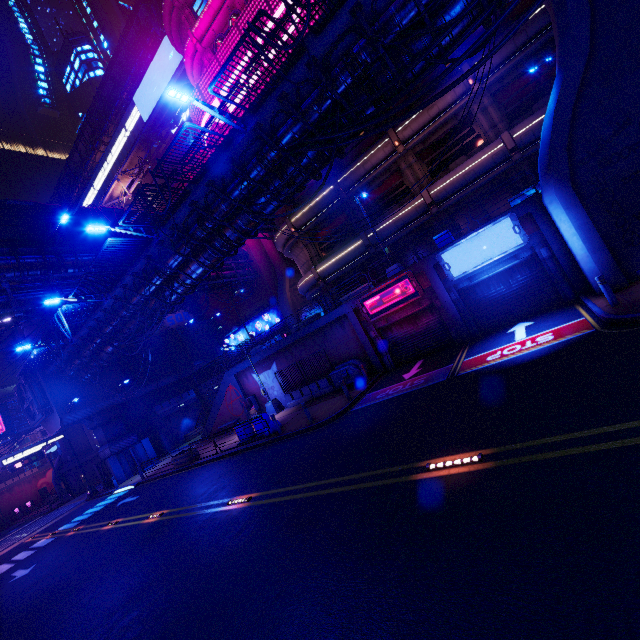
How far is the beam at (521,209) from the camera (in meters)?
14.22

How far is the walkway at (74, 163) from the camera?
49.6 meters

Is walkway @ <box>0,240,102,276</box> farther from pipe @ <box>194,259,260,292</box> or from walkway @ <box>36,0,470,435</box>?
walkway @ <box>36,0,470,435</box>

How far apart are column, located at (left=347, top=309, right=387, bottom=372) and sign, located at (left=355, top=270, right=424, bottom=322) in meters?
0.5 m

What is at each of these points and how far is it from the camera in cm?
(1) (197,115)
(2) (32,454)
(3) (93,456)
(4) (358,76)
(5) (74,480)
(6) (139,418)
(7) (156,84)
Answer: (1) sign, 2870
(2) sign, 3056
(3) wall arch, 4516
(4) walkway, 1162
(5) wall arch, 4366
(6) wall arch, 3578
(7) sign, 4016

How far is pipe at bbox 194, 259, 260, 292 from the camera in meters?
34.4 m

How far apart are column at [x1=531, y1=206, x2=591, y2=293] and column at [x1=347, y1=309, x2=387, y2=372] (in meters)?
9.89

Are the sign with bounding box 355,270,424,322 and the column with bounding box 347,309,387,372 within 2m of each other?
yes
